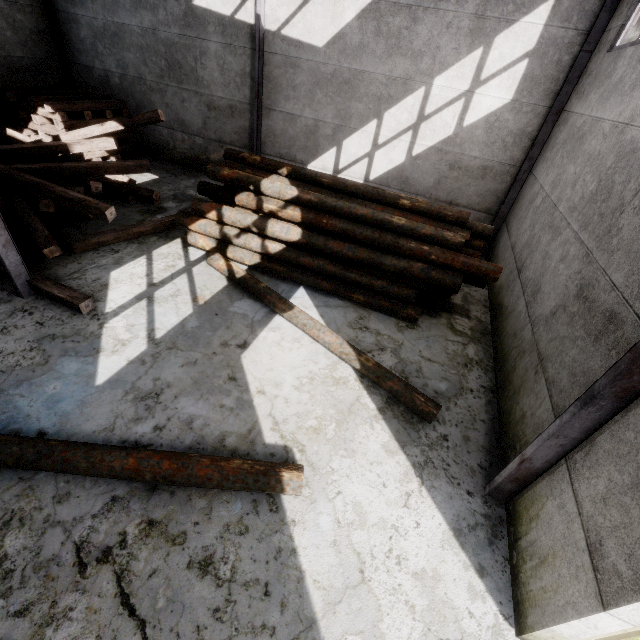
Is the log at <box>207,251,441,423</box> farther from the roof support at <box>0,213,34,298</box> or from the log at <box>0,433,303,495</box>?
the log at <box>0,433,303,495</box>

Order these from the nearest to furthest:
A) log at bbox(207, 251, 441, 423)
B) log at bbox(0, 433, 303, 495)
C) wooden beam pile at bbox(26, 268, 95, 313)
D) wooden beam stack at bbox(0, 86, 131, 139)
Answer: A:
1. log at bbox(0, 433, 303, 495)
2. log at bbox(207, 251, 441, 423)
3. wooden beam pile at bbox(26, 268, 95, 313)
4. wooden beam stack at bbox(0, 86, 131, 139)

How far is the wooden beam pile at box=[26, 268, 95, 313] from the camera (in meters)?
5.31

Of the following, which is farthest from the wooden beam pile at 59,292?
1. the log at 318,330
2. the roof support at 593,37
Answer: the roof support at 593,37

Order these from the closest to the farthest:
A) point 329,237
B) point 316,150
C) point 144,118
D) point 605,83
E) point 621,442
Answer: point 621,442 < point 605,83 < point 329,237 < point 144,118 < point 316,150

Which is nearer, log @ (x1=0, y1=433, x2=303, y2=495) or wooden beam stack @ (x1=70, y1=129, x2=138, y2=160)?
log @ (x1=0, y1=433, x2=303, y2=495)

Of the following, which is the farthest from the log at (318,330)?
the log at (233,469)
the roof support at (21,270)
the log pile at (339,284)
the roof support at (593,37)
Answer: the roof support at (593,37)

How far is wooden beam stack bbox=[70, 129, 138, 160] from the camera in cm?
1057
